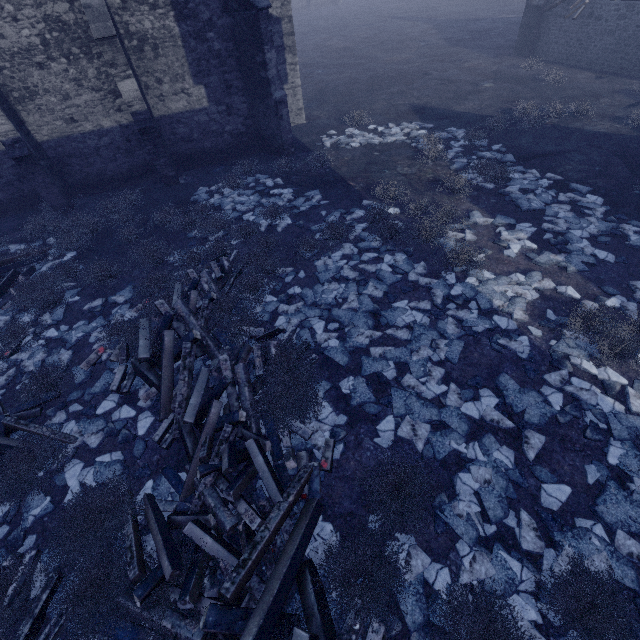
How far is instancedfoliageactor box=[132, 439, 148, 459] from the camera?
5.8 meters

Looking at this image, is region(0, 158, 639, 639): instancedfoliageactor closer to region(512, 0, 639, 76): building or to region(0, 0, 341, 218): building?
region(0, 0, 341, 218): building

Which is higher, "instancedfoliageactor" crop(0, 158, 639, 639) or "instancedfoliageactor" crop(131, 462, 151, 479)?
"instancedfoliageactor" crop(0, 158, 639, 639)

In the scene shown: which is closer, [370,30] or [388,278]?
[388,278]

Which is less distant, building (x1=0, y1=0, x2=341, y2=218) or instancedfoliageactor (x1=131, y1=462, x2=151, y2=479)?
instancedfoliageactor (x1=131, y1=462, x2=151, y2=479)

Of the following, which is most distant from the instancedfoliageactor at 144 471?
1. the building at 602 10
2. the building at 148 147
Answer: the building at 602 10

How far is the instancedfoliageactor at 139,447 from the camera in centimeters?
582cm
